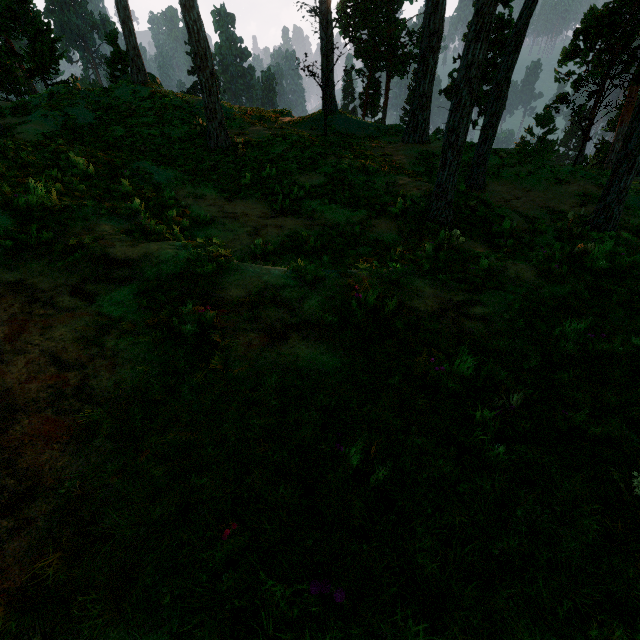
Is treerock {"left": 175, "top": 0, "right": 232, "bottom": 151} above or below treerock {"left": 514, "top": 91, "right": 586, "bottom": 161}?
above

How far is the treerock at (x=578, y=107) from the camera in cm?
3093

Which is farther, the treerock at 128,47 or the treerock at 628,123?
the treerock at 128,47

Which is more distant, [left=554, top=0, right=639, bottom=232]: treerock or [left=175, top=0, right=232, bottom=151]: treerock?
[left=175, top=0, right=232, bottom=151]: treerock

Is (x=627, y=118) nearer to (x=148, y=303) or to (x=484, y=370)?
(x=484, y=370)
